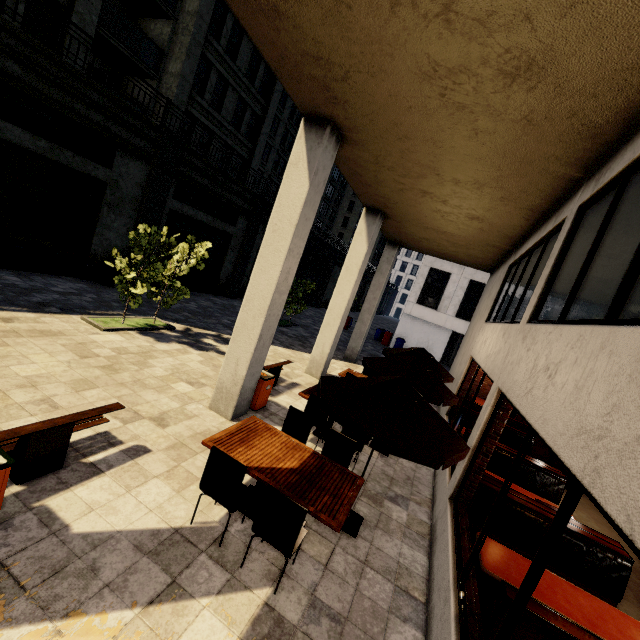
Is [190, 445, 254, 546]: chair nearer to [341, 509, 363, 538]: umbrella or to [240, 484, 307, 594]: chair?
[240, 484, 307, 594]: chair

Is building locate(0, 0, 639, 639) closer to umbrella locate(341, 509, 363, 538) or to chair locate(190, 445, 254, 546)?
umbrella locate(341, 509, 363, 538)

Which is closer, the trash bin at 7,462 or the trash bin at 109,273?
the trash bin at 7,462

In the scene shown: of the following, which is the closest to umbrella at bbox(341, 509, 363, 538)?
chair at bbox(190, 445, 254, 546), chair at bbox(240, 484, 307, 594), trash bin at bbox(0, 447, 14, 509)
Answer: chair at bbox(240, 484, 307, 594)

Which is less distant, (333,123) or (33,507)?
(33,507)

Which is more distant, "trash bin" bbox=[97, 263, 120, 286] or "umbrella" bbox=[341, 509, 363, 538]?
"trash bin" bbox=[97, 263, 120, 286]

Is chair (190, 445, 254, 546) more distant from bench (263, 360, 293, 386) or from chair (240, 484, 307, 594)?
bench (263, 360, 293, 386)

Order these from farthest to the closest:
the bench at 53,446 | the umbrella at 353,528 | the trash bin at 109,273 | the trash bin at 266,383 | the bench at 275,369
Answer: the trash bin at 109,273 → the bench at 275,369 → the trash bin at 266,383 → the umbrella at 353,528 → the bench at 53,446
